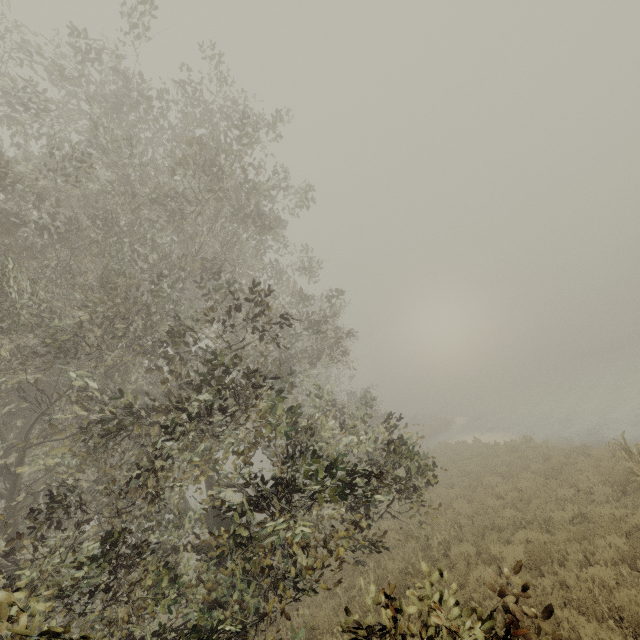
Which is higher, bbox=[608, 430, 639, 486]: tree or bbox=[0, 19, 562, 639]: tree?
bbox=[0, 19, 562, 639]: tree

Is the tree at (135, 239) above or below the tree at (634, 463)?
above

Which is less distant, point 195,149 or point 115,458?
point 195,149

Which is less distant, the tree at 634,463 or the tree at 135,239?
the tree at 135,239

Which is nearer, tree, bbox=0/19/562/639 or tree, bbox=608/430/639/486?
tree, bbox=0/19/562/639
